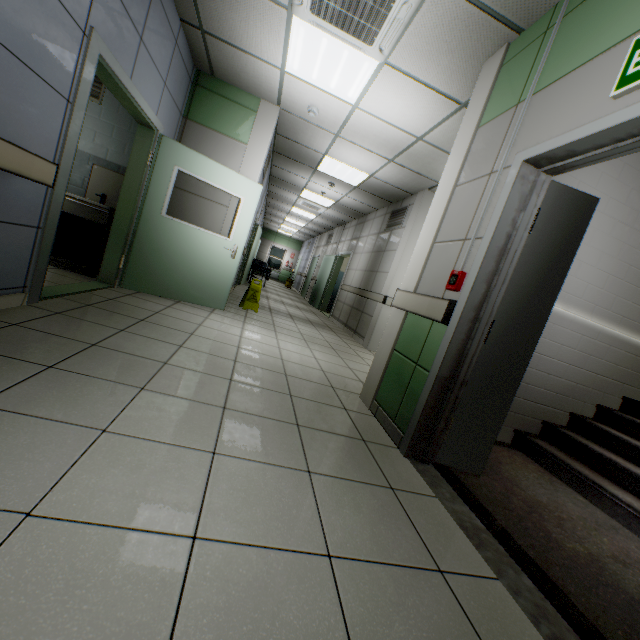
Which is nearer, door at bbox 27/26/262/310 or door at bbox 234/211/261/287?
door at bbox 27/26/262/310

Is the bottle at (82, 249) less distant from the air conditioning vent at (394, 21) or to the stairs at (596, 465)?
the air conditioning vent at (394, 21)

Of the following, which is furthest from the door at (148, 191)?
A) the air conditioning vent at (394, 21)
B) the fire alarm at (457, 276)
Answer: the fire alarm at (457, 276)

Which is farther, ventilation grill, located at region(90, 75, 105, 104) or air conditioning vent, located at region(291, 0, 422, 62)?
ventilation grill, located at region(90, 75, 105, 104)

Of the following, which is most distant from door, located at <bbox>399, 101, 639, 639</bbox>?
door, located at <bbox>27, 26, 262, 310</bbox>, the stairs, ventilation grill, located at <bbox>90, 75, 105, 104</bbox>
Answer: ventilation grill, located at <bbox>90, 75, 105, 104</bbox>

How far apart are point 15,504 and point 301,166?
7.5m

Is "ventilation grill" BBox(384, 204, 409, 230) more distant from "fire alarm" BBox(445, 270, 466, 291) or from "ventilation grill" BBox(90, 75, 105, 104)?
"ventilation grill" BBox(90, 75, 105, 104)

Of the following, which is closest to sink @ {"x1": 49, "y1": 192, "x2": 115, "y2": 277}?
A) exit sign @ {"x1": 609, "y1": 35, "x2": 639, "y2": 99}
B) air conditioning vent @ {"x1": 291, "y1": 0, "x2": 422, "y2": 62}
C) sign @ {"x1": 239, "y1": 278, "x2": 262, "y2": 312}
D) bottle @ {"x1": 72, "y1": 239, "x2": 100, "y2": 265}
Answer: bottle @ {"x1": 72, "y1": 239, "x2": 100, "y2": 265}
